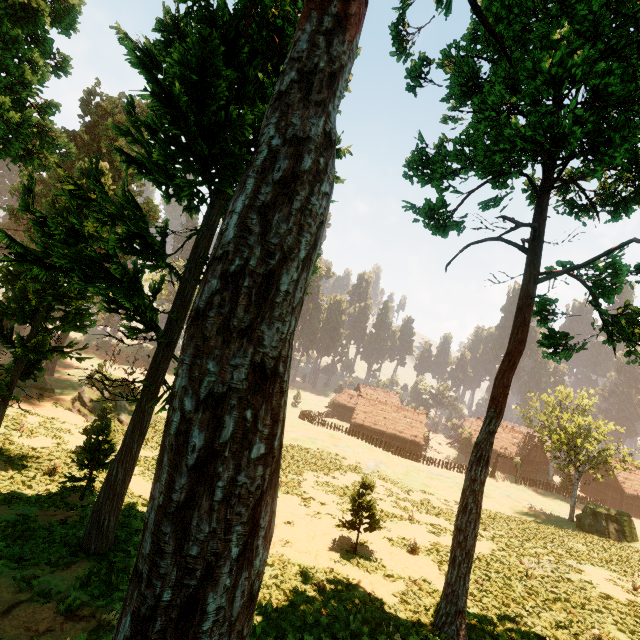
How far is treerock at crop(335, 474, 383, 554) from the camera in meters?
15.8 m

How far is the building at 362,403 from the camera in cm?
5394

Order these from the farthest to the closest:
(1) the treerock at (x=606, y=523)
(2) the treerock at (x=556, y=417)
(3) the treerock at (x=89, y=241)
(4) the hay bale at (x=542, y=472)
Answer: (4) the hay bale at (x=542, y=472)
(2) the treerock at (x=556, y=417)
(1) the treerock at (x=606, y=523)
(3) the treerock at (x=89, y=241)

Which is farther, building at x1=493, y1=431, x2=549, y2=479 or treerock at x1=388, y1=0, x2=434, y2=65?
building at x1=493, y1=431, x2=549, y2=479

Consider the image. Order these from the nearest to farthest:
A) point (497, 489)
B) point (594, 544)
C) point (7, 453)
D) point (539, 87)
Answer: point (539, 87), point (7, 453), point (594, 544), point (497, 489)

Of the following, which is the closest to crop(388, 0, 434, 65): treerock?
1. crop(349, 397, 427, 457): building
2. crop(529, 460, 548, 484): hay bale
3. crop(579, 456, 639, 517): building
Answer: crop(349, 397, 427, 457): building

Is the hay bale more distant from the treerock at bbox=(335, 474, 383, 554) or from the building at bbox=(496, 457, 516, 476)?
the treerock at bbox=(335, 474, 383, 554)
